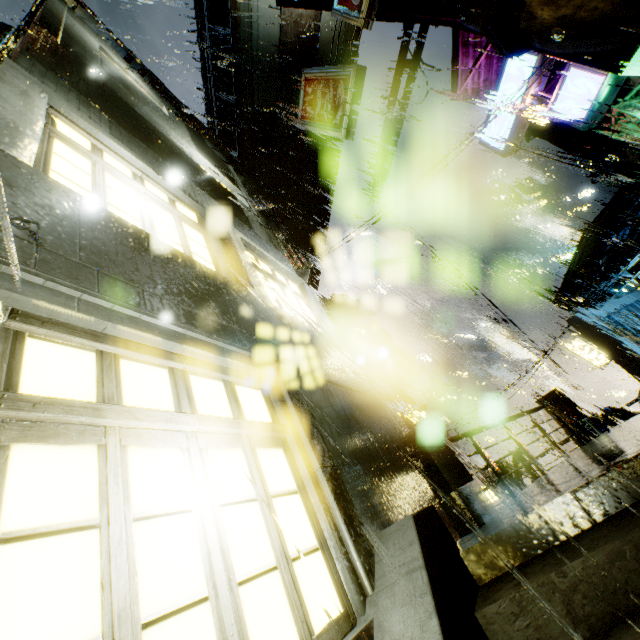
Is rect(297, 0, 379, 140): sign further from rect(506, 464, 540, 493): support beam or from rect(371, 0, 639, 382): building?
rect(506, 464, 540, 493): support beam

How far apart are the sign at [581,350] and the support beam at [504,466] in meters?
14.3 m

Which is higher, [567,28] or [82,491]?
[567,28]

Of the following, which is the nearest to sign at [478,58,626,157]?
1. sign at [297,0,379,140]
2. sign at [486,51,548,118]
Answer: sign at [486,51,548,118]

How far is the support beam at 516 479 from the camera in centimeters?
1054cm

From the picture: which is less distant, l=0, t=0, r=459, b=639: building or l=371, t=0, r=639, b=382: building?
l=0, t=0, r=459, b=639: building

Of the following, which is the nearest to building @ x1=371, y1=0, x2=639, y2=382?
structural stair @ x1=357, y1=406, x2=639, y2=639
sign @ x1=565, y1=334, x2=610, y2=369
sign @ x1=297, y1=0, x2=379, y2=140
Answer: structural stair @ x1=357, y1=406, x2=639, y2=639
